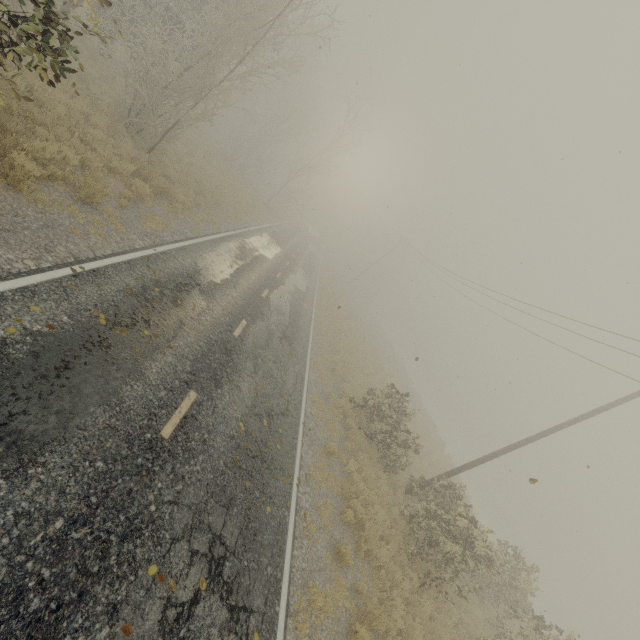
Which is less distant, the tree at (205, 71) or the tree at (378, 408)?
the tree at (205, 71)

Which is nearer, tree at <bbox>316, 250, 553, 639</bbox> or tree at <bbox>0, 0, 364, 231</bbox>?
tree at <bbox>0, 0, 364, 231</bbox>

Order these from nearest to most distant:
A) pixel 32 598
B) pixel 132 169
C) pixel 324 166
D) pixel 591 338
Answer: pixel 32 598, pixel 132 169, pixel 591 338, pixel 324 166
